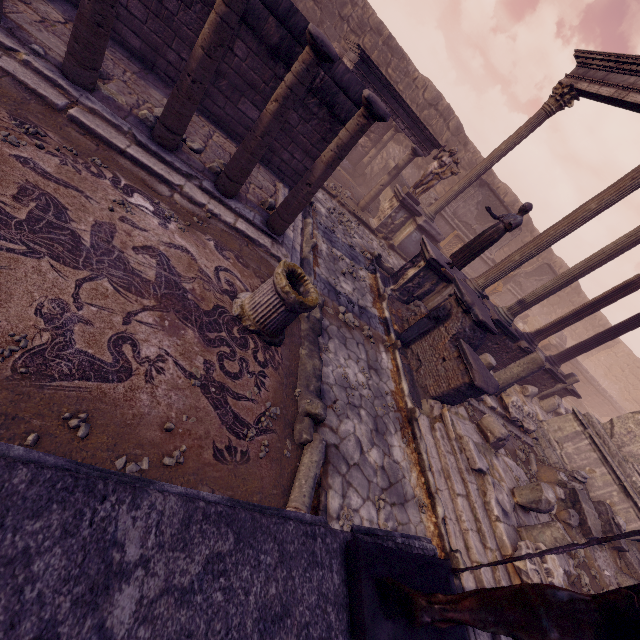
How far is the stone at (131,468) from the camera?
2.4 meters

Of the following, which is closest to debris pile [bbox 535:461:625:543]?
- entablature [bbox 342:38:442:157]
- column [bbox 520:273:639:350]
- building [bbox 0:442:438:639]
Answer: column [bbox 520:273:639:350]

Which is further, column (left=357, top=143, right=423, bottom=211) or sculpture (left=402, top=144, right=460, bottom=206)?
column (left=357, top=143, right=423, bottom=211)

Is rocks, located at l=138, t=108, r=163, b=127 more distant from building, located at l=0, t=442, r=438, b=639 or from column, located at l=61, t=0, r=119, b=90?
building, located at l=0, t=442, r=438, b=639

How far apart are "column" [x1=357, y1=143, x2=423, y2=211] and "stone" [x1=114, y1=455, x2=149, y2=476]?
12.6 meters

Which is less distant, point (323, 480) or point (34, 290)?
point (34, 290)

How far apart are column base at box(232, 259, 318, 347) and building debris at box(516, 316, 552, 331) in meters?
21.2

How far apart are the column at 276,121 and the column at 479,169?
9.3m
